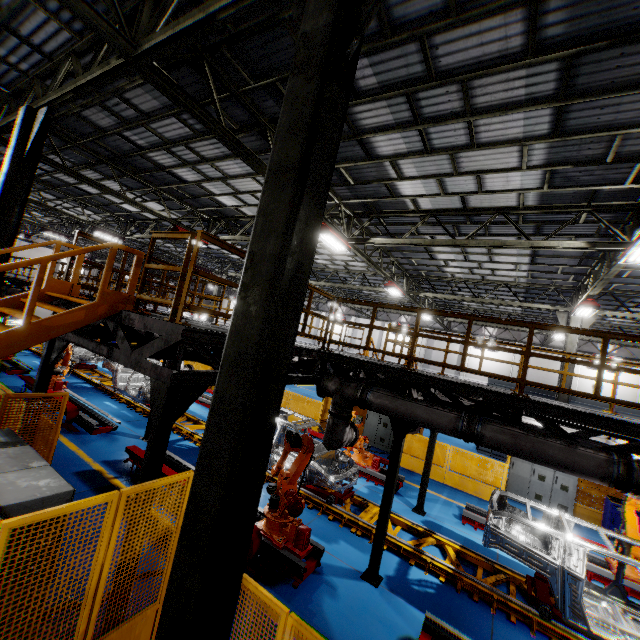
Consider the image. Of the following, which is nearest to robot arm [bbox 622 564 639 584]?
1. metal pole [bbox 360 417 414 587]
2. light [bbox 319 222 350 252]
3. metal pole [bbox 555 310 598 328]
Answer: metal pole [bbox 360 417 414 587]

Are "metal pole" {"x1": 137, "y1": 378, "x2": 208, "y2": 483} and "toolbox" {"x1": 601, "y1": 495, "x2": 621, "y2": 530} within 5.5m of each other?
no

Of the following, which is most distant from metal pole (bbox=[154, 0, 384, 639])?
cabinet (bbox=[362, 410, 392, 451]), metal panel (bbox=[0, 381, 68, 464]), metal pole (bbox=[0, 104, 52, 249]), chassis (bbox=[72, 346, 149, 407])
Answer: cabinet (bbox=[362, 410, 392, 451])

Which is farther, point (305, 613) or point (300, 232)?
point (305, 613)

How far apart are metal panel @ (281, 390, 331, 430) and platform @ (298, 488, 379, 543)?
4.56m

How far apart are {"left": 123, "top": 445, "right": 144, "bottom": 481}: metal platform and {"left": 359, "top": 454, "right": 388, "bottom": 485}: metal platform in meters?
4.9 m

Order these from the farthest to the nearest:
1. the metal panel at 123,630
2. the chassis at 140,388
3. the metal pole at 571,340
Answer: the metal pole at 571,340, the chassis at 140,388, the metal panel at 123,630

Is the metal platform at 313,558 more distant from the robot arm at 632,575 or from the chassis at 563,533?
the robot arm at 632,575
